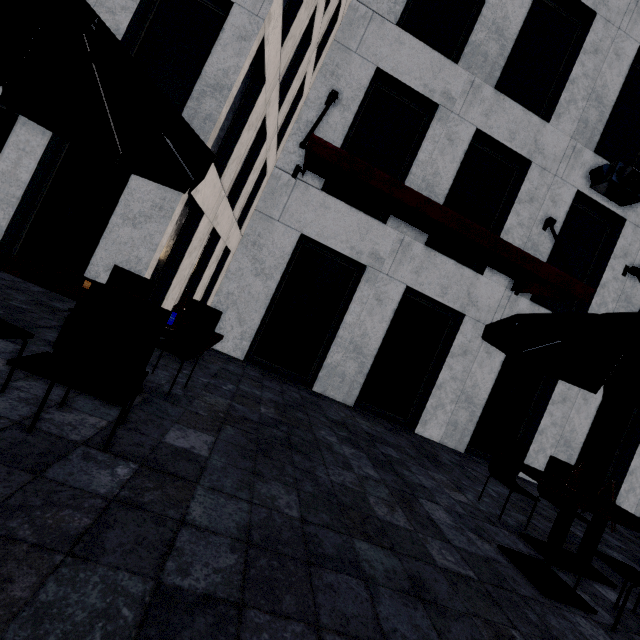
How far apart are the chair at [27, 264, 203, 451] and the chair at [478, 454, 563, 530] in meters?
4.8 m

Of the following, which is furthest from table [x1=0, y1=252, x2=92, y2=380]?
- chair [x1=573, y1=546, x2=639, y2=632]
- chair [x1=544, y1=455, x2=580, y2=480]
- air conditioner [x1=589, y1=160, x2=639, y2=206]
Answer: air conditioner [x1=589, y1=160, x2=639, y2=206]

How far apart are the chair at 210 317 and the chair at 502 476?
4.57m

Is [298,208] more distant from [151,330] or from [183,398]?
[151,330]

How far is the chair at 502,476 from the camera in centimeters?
447cm

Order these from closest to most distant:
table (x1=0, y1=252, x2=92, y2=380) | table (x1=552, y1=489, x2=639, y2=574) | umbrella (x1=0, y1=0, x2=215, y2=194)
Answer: umbrella (x1=0, y1=0, x2=215, y2=194) → table (x1=0, y1=252, x2=92, y2=380) → table (x1=552, y1=489, x2=639, y2=574)

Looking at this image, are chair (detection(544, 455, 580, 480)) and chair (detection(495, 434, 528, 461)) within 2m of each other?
yes

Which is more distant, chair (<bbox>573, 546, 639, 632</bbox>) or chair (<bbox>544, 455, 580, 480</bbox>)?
chair (<bbox>544, 455, 580, 480</bbox>)
